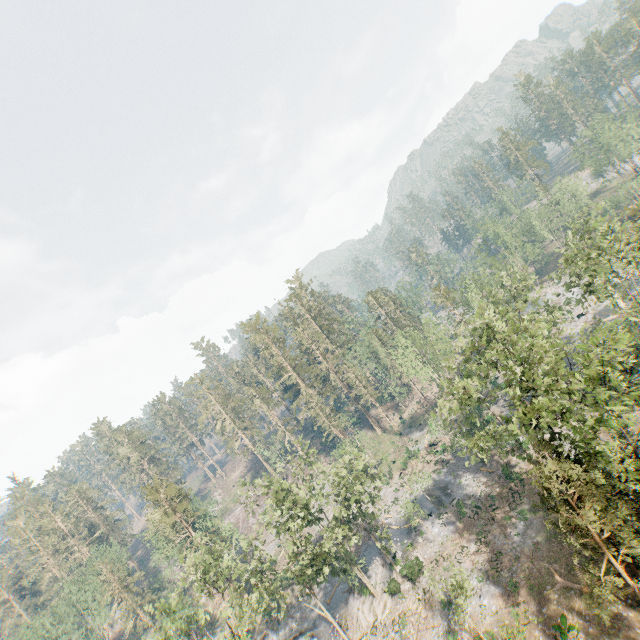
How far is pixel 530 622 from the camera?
25.05m

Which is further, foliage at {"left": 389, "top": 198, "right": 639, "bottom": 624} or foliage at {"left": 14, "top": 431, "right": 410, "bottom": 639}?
foliage at {"left": 14, "top": 431, "right": 410, "bottom": 639}

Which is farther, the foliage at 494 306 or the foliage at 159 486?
the foliage at 159 486
